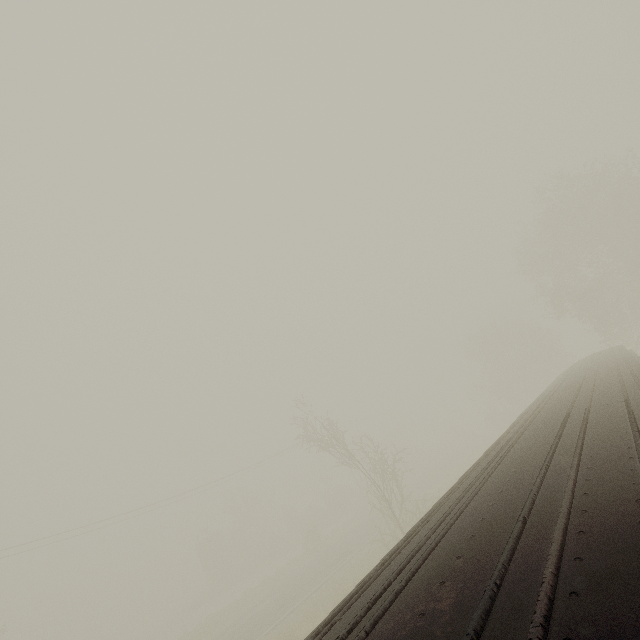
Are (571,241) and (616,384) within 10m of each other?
no

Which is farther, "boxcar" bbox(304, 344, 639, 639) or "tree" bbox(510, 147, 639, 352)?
"tree" bbox(510, 147, 639, 352)

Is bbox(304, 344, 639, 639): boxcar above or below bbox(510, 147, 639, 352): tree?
below

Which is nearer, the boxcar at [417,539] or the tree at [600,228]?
the boxcar at [417,539]

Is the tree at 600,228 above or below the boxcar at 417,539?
above
